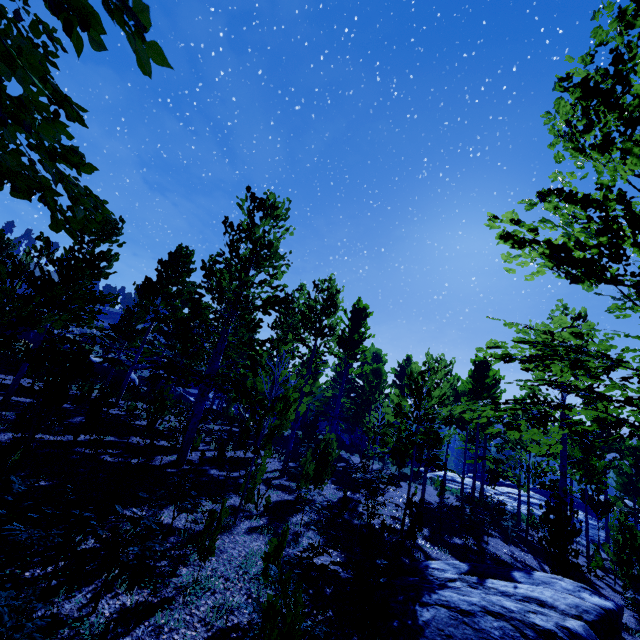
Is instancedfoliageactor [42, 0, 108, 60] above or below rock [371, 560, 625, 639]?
above

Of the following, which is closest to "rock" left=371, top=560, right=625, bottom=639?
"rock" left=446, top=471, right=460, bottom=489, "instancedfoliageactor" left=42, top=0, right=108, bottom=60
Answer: "instancedfoliageactor" left=42, top=0, right=108, bottom=60

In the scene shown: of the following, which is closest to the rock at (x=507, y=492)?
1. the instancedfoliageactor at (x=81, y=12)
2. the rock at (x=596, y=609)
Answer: the instancedfoliageactor at (x=81, y=12)

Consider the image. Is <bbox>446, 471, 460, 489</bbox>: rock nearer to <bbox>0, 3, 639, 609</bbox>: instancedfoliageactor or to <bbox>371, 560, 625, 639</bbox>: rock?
<bbox>0, 3, 639, 609</bbox>: instancedfoliageactor

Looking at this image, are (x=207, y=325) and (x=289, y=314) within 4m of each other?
no

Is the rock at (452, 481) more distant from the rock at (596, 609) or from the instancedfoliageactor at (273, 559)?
the rock at (596, 609)

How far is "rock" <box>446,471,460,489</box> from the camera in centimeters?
3066cm
